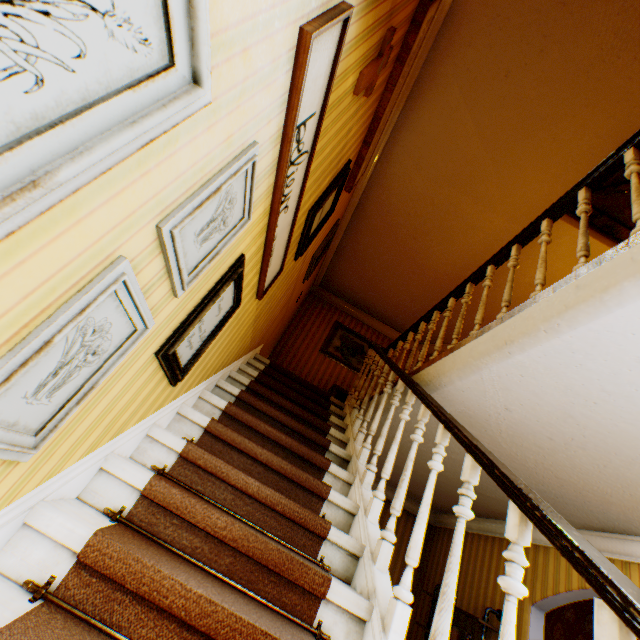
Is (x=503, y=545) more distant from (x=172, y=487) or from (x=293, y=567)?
(x=172, y=487)

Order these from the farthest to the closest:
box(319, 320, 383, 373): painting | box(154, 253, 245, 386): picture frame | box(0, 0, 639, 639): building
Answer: box(319, 320, 383, 373): painting → box(154, 253, 245, 386): picture frame → box(0, 0, 639, 639): building

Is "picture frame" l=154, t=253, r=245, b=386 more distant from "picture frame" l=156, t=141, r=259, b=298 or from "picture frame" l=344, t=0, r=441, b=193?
"picture frame" l=344, t=0, r=441, b=193

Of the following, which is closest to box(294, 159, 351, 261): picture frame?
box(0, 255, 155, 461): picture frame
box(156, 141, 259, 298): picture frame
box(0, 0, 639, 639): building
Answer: box(0, 0, 639, 639): building

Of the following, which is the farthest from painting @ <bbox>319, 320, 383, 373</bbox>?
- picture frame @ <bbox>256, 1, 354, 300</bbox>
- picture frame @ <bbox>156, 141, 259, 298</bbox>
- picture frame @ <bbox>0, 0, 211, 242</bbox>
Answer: picture frame @ <bbox>0, 0, 211, 242</bbox>

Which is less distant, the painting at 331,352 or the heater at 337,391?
the heater at 337,391

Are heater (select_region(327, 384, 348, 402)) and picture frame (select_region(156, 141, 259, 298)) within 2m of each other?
no

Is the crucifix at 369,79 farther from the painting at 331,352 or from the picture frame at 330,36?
the painting at 331,352
